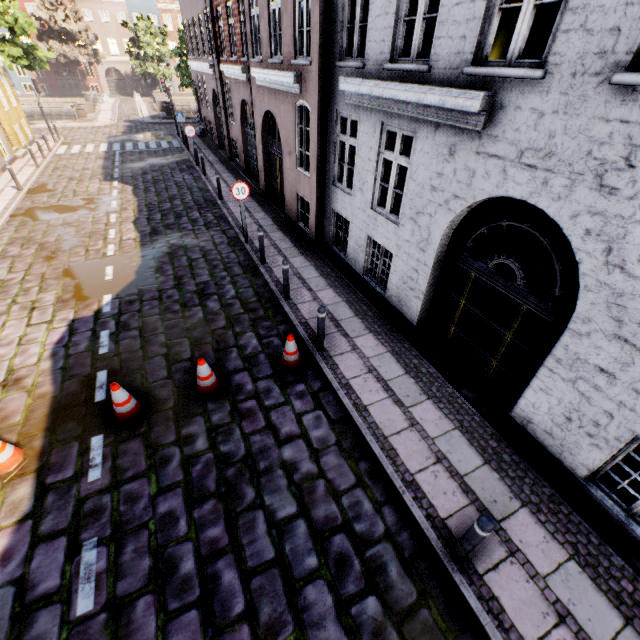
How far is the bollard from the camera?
3.3m

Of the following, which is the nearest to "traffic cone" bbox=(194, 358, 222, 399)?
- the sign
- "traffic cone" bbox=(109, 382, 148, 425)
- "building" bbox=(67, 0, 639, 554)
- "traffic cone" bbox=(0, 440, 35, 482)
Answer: "traffic cone" bbox=(109, 382, 148, 425)

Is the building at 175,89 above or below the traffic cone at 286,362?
above

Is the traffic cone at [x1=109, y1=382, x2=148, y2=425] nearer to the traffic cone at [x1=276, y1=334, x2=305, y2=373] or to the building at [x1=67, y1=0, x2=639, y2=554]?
the traffic cone at [x1=276, y1=334, x2=305, y2=373]

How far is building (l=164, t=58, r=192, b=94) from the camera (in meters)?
48.97

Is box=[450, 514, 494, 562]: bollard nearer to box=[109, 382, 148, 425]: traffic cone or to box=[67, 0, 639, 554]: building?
box=[67, 0, 639, 554]: building

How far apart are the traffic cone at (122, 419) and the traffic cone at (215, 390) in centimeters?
79cm

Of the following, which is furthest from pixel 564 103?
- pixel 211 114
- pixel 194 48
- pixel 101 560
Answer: pixel 194 48
